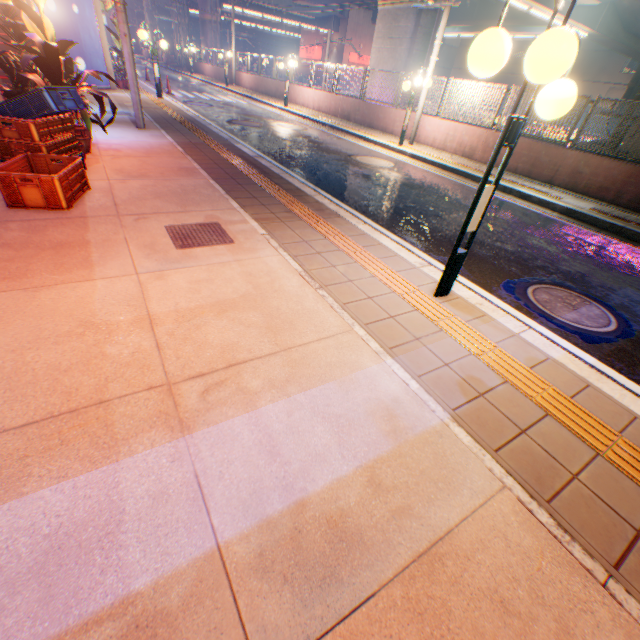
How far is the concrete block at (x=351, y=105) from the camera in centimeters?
1422cm

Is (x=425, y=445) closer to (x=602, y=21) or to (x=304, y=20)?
(x=602, y=21)

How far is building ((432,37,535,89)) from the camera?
46.8m

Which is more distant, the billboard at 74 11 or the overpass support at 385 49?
the overpass support at 385 49

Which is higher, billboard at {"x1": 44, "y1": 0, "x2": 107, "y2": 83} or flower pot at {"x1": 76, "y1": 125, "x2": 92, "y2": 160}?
billboard at {"x1": 44, "y1": 0, "x2": 107, "y2": 83}

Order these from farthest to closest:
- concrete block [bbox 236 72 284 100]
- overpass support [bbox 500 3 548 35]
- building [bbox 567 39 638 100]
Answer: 1. building [bbox 567 39 638 100]
2. overpass support [bbox 500 3 548 35]
3. concrete block [bbox 236 72 284 100]

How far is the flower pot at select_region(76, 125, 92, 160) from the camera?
5.5 meters

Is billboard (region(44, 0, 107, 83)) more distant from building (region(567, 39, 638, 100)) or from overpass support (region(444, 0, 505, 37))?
building (region(567, 39, 638, 100))
